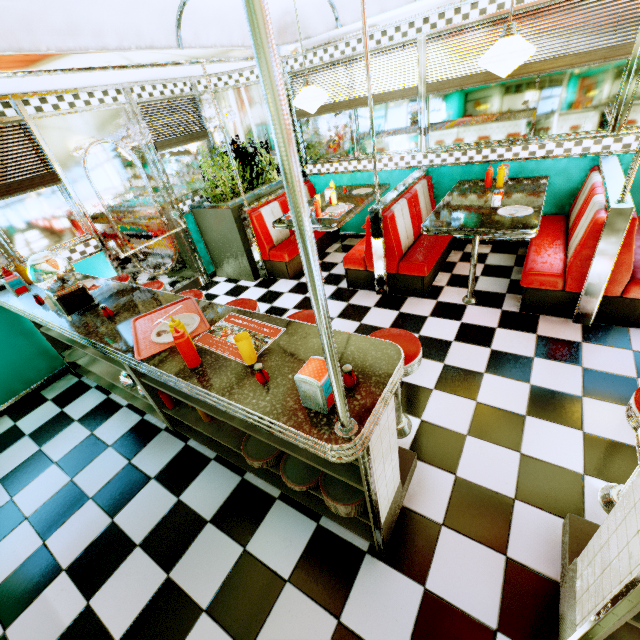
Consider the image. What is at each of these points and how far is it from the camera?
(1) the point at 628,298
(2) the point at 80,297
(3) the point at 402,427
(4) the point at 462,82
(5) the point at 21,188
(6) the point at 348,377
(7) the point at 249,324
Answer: (1) seat, 2.74m
(2) gumball machine, 2.39m
(3) stool, 2.37m
(4) blinds, 3.71m
(5) blinds, 3.21m
(6) salt and pepper shaker, 1.31m
(7) placemat, 1.89m

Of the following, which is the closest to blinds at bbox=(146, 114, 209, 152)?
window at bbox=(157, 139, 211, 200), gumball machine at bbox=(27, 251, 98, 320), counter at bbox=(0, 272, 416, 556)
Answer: window at bbox=(157, 139, 211, 200)

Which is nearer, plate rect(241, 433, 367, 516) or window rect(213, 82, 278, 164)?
plate rect(241, 433, 367, 516)

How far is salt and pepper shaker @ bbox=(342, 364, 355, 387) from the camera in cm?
129

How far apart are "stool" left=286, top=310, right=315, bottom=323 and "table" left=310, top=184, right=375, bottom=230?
1.6m

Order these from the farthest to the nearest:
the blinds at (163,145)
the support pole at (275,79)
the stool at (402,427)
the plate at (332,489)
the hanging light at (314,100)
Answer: the blinds at (163,145)
the hanging light at (314,100)
the stool at (402,427)
the plate at (332,489)
the support pole at (275,79)

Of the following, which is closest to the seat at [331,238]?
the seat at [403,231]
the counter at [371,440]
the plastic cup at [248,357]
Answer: the seat at [403,231]

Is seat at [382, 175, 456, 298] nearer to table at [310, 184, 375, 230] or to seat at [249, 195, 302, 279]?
table at [310, 184, 375, 230]
